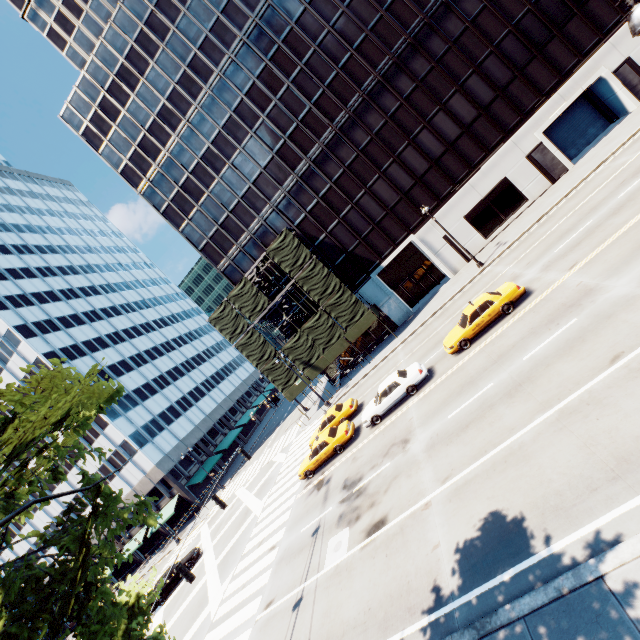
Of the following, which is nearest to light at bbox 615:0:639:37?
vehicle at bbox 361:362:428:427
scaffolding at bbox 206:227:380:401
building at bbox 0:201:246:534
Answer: vehicle at bbox 361:362:428:427

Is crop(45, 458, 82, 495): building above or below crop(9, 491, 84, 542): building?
above

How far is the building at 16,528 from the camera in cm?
4884

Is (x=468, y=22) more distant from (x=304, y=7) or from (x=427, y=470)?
(x=427, y=470)

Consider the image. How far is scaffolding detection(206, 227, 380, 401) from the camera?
32.0m

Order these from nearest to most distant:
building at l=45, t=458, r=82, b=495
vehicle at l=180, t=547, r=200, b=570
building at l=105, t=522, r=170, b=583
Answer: vehicle at l=180, t=547, r=200, b=570 → building at l=105, t=522, r=170, b=583 → building at l=45, t=458, r=82, b=495

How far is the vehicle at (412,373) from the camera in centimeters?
1903cm

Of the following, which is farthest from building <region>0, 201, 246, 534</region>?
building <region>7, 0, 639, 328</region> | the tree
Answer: building <region>7, 0, 639, 328</region>
